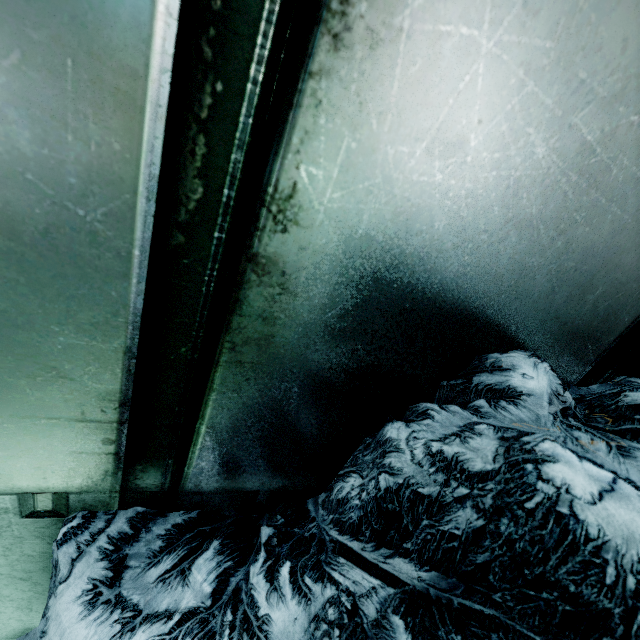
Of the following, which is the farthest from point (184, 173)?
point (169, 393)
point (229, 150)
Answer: point (169, 393)
